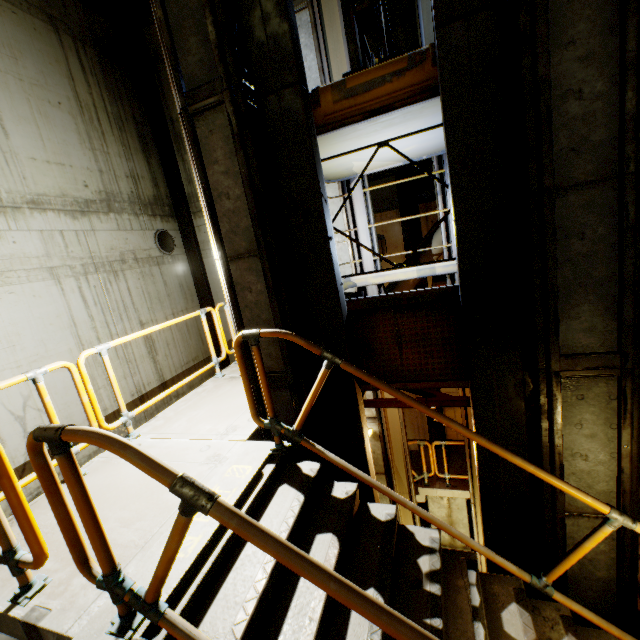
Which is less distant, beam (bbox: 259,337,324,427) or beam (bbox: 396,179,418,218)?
beam (bbox: 259,337,324,427)

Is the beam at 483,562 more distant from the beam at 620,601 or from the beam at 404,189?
the beam at 404,189

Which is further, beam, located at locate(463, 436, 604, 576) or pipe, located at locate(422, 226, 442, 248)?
pipe, located at locate(422, 226, 442, 248)

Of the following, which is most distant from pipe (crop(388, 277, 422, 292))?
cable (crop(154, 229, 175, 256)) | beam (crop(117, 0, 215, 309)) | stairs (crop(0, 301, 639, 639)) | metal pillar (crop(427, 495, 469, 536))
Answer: cable (crop(154, 229, 175, 256))

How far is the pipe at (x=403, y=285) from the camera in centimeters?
889cm

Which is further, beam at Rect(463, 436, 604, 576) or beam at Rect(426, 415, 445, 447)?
beam at Rect(426, 415, 445, 447)

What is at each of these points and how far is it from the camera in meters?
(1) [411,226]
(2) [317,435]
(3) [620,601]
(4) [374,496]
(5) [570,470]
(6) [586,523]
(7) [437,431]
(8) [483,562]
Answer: (1) beam, 9.0
(2) beam, 3.8
(3) beam, 3.1
(4) beam, 4.2
(5) beam, 3.0
(6) beam, 3.1
(7) beam, 10.3
(8) beam, 8.1

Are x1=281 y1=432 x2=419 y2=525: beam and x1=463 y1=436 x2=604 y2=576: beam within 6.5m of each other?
yes
